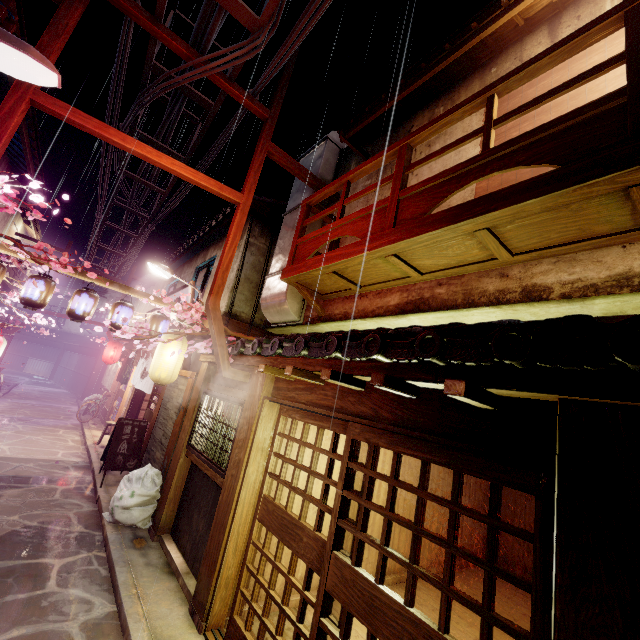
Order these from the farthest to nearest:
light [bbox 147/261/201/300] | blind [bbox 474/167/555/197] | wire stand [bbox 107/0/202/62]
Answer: light [bbox 147/261/201/300], wire stand [bbox 107/0/202/62], blind [bbox 474/167/555/197]

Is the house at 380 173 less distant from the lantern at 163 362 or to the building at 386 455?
the building at 386 455

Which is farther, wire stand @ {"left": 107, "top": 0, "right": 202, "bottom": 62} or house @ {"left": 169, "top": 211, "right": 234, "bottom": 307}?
house @ {"left": 169, "top": 211, "right": 234, "bottom": 307}

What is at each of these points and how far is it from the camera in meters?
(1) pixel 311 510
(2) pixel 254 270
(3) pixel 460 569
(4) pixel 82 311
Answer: (1) building, 9.4 m
(2) house, 15.2 m
(3) building, 13.6 m
(4) lantern, 12.6 m

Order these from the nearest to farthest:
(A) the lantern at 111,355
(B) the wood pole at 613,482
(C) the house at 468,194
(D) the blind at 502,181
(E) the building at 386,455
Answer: (B) the wood pole at 613,482
(D) the blind at 502,181
(C) the house at 468,194
(E) the building at 386,455
(A) the lantern at 111,355

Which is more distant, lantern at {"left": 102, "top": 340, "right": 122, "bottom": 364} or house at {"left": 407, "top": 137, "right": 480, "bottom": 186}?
lantern at {"left": 102, "top": 340, "right": 122, "bottom": 364}

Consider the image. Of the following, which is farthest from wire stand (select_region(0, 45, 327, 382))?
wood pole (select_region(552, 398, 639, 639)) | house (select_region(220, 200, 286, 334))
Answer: wood pole (select_region(552, 398, 639, 639))

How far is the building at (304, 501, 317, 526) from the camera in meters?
9.3 m
